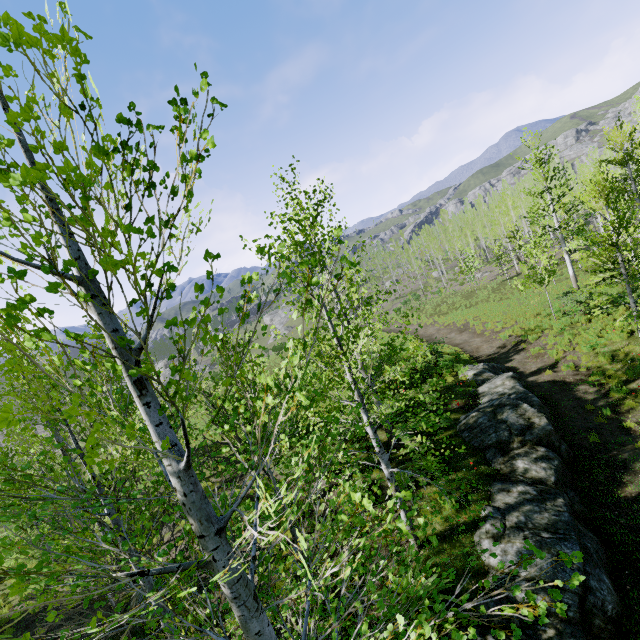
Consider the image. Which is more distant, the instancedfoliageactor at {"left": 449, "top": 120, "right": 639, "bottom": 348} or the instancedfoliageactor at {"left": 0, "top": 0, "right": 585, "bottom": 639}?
the instancedfoliageactor at {"left": 449, "top": 120, "right": 639, "bottom": 348}

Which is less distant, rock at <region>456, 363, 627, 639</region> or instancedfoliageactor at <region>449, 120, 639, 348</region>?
rock at <region>456, 363, 627, 639</region>

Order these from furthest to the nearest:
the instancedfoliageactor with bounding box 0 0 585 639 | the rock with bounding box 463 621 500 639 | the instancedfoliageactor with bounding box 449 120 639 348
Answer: the instancedfoliageactor with bounding box 449 120 639 348
the rock with bounding box 463 621 500 639
the instancedfoliageactor with bounding box 0 0 585 639

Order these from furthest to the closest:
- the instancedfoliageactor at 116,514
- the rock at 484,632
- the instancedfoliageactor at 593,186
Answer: the instancedfoliageactor at 593,186, the rock at 484,632, the instancedfoliageactor at 116,514

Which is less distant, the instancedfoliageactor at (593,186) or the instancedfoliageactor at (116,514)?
the instancedfoliageactor at (116,514)

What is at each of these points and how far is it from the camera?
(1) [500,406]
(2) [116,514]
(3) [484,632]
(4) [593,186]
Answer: (1) rock, 11.37m
(2) instancedfoliageactor, 4.05m
(3) rock, 5.74m
(4) instancedfoliageactor, 11.84m
